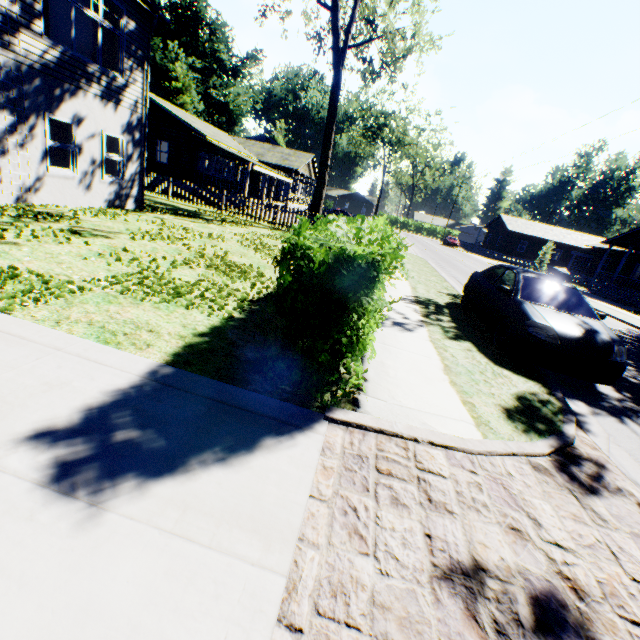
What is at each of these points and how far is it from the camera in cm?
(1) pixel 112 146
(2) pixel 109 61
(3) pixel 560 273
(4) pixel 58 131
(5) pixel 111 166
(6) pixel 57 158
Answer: (1) curtain, 1179
(2) curtain, 1084
(3) rock, 3756
(4) curtain, 978
(5) curtain, 1202
(6) curtain, 1003

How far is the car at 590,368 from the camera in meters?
5.4

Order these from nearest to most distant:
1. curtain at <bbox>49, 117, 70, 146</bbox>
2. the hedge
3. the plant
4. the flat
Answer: the hedge
curtain at <bbox>49, 117, 70, 146</bbox>
the flat
the plant

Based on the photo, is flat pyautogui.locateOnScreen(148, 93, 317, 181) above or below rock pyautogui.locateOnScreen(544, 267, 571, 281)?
above

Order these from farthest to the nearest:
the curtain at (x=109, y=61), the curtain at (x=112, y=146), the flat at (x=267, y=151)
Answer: the flat at (x=267, y=151) → the curtain at (x=112, y=146) → the curtain at (x=109, y=61)

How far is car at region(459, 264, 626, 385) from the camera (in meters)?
5.43

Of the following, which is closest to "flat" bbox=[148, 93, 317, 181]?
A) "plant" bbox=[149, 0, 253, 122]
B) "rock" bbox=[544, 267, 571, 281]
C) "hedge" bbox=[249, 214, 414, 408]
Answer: "plant" bbox=[149, 0, 253, 122]

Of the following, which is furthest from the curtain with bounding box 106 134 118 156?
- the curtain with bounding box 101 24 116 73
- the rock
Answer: the rock
